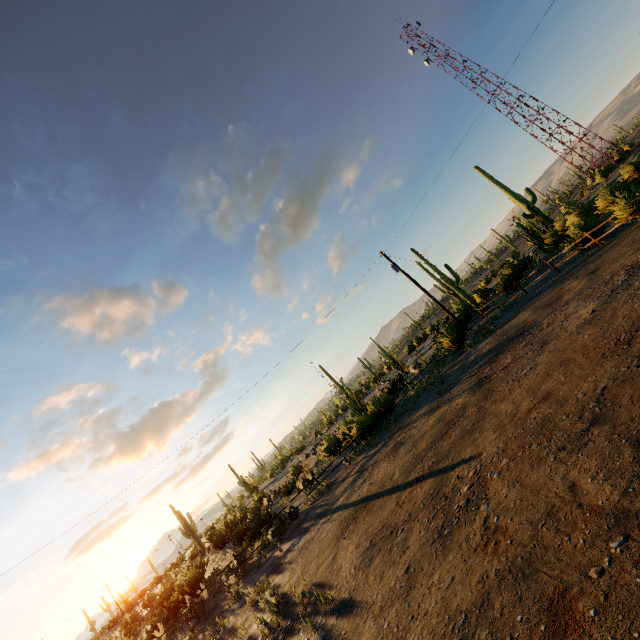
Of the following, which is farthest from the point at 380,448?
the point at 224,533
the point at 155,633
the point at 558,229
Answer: the point at 558,229
